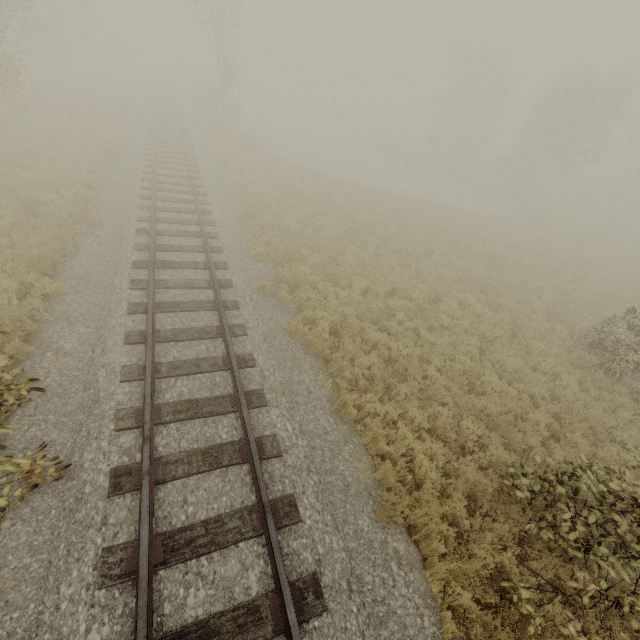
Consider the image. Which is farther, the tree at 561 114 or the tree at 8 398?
the tree at 561 114

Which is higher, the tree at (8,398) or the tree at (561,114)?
the tree at (561,114)

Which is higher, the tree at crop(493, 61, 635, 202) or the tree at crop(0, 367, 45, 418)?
the tree at crop(493, 61, 635, 202)

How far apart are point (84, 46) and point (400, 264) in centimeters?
4600cm

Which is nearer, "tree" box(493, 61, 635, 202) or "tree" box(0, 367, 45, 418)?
"tree" box(0, 367, 45, 418)
